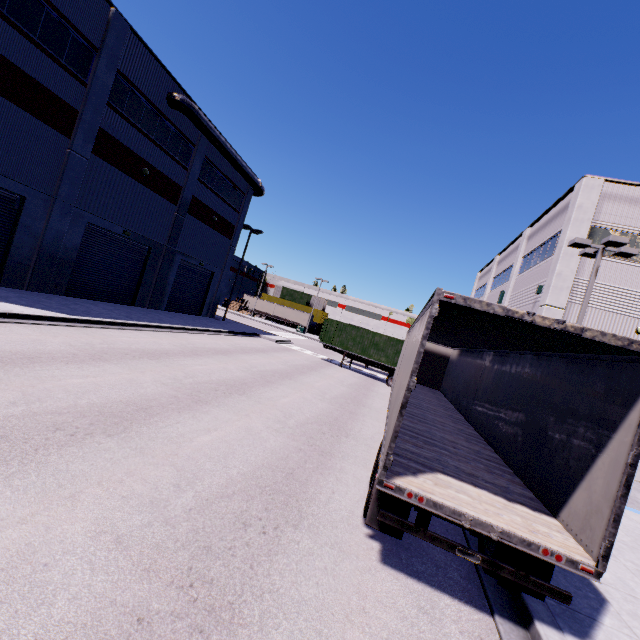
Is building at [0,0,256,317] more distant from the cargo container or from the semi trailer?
the cargo container

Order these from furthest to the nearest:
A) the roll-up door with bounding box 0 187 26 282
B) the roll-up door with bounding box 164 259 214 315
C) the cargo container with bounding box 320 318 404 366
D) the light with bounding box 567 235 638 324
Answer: the roll-up door with bounding box 164 259 214 315 < the cargo container with bounding box 320 318 404 366 < the roll-up door with bounding box 0 187 26 282 < the light with bounding box 567 235 638 324

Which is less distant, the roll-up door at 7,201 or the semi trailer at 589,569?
the semi trailer at 589,569

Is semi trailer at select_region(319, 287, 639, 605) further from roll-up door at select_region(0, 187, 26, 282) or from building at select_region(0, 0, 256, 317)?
roll-up door at select_region(0, 187, 26, 282)

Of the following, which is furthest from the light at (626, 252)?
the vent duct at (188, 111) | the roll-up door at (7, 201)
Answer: the vent duct at (188, 111)

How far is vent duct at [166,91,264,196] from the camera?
20.61m

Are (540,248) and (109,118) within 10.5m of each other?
no

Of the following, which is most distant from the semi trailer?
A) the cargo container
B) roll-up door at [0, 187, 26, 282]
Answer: roll-up door at [0, 187, 26, 282]
